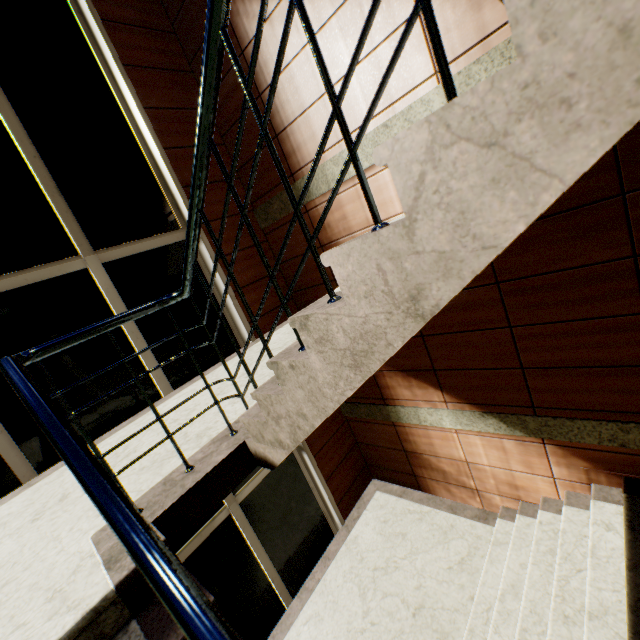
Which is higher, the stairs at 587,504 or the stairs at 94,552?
the stairs at 94,552

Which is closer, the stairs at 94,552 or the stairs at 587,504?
the stairs at 94,552

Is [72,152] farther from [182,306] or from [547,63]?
[547,63]

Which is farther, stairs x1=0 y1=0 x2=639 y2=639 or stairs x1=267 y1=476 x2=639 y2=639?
stairs x1=267 y1=476 x2=639 y2=639

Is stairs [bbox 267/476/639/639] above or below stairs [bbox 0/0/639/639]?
below
